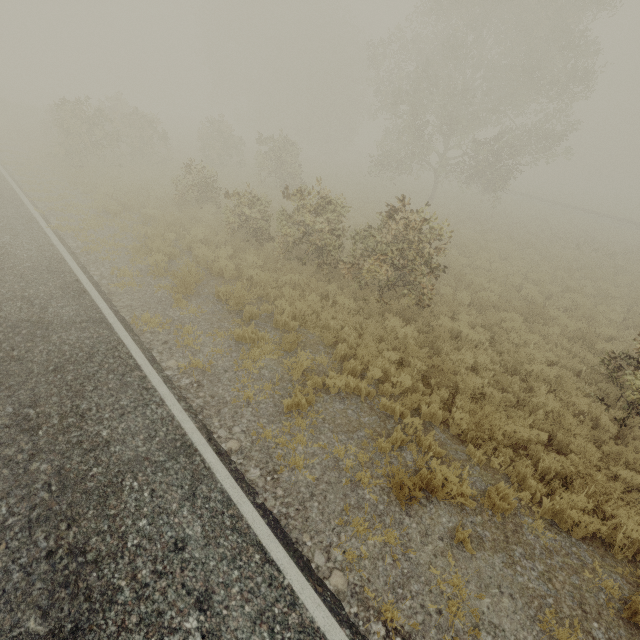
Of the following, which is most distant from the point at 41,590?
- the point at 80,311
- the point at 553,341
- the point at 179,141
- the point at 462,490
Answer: the point at 179,141
